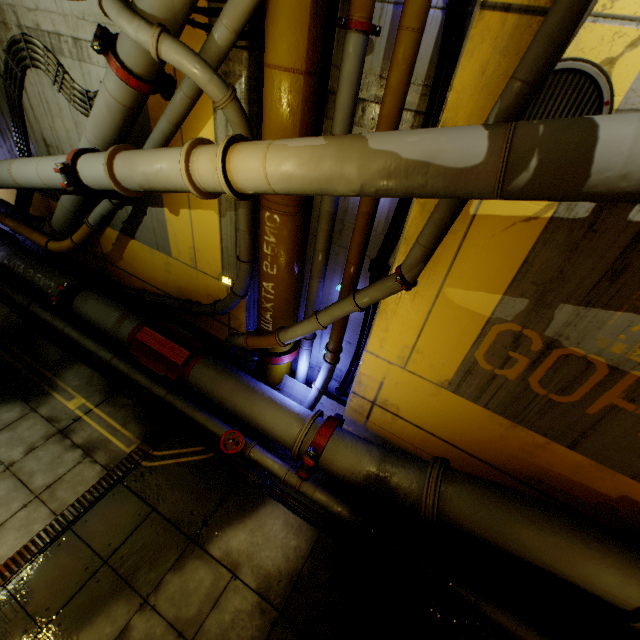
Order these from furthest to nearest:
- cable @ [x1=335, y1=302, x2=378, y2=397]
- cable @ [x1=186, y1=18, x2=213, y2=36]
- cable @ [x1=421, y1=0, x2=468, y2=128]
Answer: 1. cable @ [x1=335, y1=302, x2=378, y2=397]
2. cable @ [x1=186, y1=18, x2=213, y2=36]
3. cable @ [x1=421, y1=0, x2=468, y2=128]

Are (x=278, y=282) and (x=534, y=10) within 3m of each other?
no

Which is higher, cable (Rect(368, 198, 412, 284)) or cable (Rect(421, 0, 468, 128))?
cable (Rect(421, 0, 468, 128))

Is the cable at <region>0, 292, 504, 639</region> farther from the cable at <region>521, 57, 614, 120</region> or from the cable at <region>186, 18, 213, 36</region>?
the cable at <region>521, 57, 614, 120</region>

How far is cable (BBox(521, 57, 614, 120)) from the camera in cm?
249

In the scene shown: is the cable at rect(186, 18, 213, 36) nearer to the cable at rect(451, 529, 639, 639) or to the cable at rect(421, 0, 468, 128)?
the cable at rect(421, 0, 468, 128)

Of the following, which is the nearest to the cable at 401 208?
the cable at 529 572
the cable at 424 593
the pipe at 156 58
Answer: the pipe at 156 58

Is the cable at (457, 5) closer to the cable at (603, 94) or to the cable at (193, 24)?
the cable at (603, 94)
